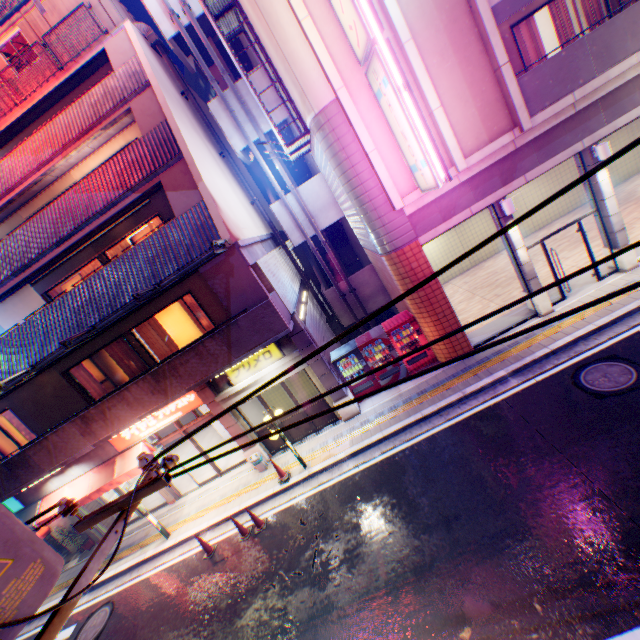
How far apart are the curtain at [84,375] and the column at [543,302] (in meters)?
14.97

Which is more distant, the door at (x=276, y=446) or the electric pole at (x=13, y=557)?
the door at (x=276, y=446)

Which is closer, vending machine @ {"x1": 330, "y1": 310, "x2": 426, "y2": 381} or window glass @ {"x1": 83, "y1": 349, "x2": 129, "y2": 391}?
vending machine @ {"x1": 330, "y1": 310, "x2": 426, "y2": 381}

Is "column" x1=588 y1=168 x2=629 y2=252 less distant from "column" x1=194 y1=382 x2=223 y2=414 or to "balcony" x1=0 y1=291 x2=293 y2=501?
"balcony" x1=0 y1=291 x2=293 y2=501

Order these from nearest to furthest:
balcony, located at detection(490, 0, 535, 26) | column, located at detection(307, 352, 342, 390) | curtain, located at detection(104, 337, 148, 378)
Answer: balcony, located at detection(490, 0, 535, 26), column, located at detection(307, 352, 342, 390), curtain, located at detection(104, 337, 148, 378)

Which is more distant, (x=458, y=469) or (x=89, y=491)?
(x=89, y=491)

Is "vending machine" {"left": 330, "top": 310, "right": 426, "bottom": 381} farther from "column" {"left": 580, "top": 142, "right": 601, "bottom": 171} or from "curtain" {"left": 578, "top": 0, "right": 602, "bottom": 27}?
"curtain" {"left": 578, "top": 0, "right": 602, "bottom": 27}

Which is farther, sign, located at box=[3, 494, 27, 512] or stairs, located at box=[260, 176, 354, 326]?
stairs, located at box=[260, 176, 354, 326]
